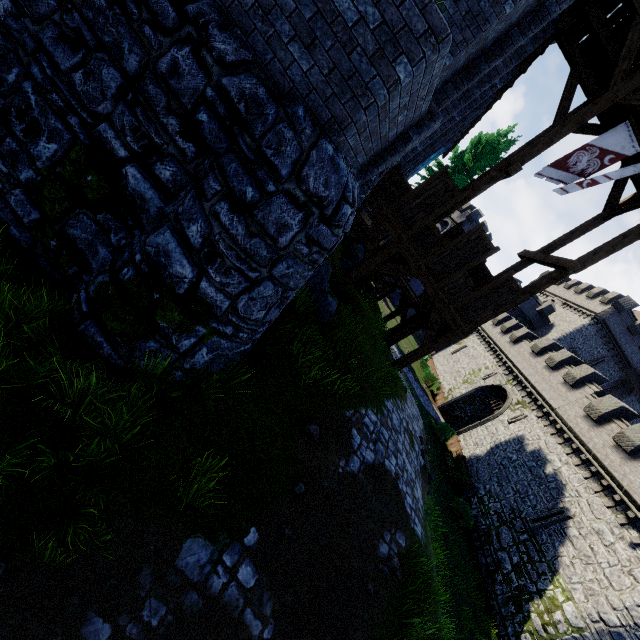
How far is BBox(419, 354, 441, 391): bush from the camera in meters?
34.6 m

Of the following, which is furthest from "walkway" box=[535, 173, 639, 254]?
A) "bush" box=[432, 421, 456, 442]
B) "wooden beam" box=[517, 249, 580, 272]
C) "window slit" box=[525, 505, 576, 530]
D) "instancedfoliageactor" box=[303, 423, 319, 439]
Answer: "bush" box=[432, 421, 456, 442]

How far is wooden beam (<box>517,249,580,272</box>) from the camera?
9.9 meters

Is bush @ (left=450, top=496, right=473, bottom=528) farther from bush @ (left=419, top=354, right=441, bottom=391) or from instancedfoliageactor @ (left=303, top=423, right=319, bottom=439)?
instancedfoliageactor @ (left=303, top=423, right=319, bottom=439)

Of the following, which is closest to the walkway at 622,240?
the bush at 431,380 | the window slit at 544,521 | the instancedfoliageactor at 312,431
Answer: the instancedfoliageactor at 312,431

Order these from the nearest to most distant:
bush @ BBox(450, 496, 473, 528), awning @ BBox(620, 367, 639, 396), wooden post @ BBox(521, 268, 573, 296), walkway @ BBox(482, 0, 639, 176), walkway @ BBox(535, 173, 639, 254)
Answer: walkway @ BBox(482, 0, 639, 176)
wooden post @ BBox(521, 268, 573, 296)
walkway @ BBox(535, 173, 639, 254)
bush @ BBox(450, 496, 473, 528)
awning @ BBox(620, 367, 639, 396)

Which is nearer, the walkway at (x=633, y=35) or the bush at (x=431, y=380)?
the walkway at (x=633, y=35)

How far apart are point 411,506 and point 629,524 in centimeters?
1578cm
